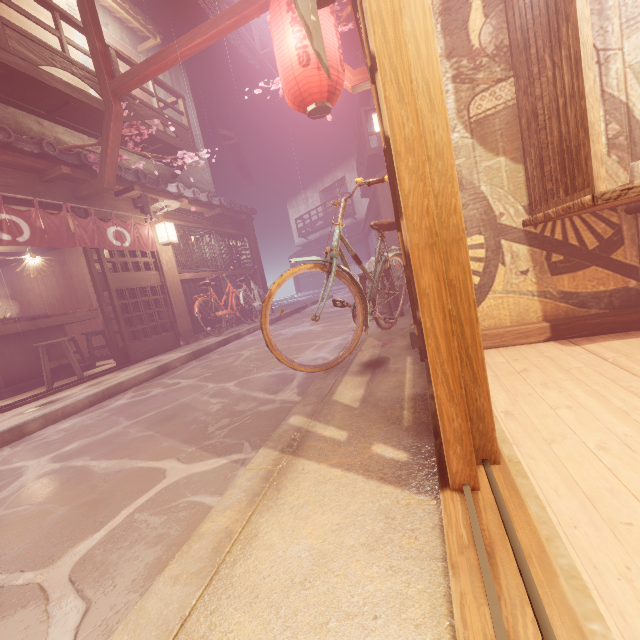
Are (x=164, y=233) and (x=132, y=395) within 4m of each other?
no

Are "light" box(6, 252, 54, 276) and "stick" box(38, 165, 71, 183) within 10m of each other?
yes

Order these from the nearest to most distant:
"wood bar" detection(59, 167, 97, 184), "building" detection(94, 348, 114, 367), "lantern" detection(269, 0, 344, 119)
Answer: "lantern" detection(269, 0, 344, 119) → "wood bar" detection(59, 167, 97, 184) → "building" detection(94, 348, 114, 367)

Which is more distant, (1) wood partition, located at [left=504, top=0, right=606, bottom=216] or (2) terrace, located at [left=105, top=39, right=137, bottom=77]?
(2) terrace, located at [left=105, top=39, right=137, bottom=77]

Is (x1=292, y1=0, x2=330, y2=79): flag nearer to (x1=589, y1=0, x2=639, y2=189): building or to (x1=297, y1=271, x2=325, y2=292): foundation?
(x1=589, y1=0, x2=639, y2=189): building

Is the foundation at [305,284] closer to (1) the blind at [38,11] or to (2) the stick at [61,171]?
(2) the stick at [61,171]

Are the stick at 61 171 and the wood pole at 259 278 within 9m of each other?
no

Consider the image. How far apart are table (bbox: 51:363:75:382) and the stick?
4.6 meters
